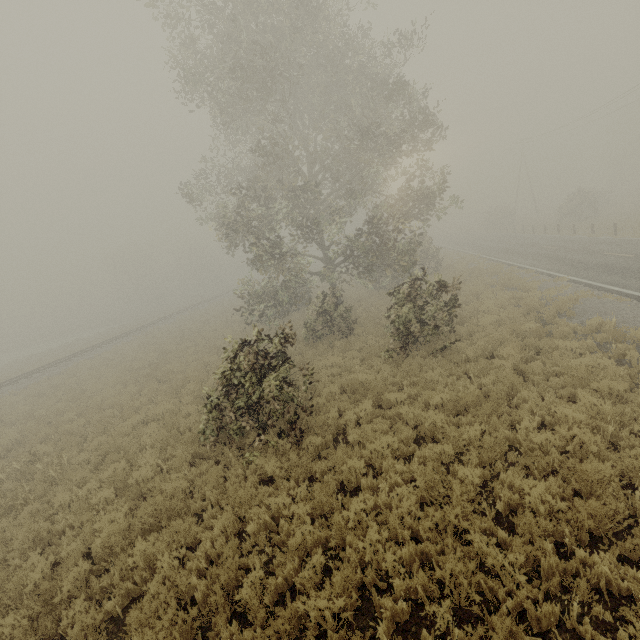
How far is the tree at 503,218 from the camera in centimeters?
4915cm

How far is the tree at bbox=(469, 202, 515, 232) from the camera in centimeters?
4915cm

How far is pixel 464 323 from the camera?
14.2m
